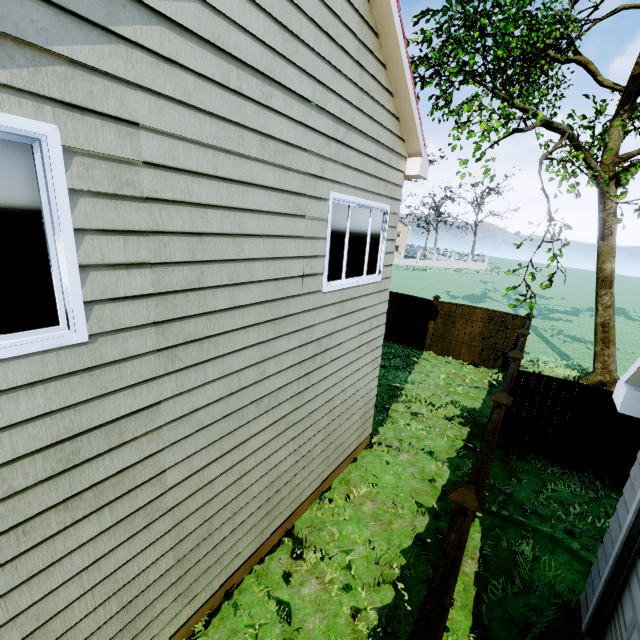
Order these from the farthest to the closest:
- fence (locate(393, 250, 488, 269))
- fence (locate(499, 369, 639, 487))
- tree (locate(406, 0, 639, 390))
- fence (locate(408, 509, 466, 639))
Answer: fence (locate(393, 250, 488, 269))
fence (locate(499, 369, 639, 487))
tree (locate(406, 0, 639, 390))
fence (locate(408, 509, 466, 639))

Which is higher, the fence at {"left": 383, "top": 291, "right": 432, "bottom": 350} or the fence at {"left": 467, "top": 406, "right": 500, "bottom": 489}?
the fence at {"left": 467, "top": 406, "right": 500, "bottom": 489}

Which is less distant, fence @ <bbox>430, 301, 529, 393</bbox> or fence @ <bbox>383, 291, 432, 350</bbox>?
fence @ <bbox>430, 301, 529, 393</bbox>

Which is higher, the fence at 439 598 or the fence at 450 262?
the fence at 439 598

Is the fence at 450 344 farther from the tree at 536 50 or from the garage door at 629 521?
the tree at 536 50

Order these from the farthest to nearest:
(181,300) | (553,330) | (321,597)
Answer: (553,330)
(321,597)
(181,300)

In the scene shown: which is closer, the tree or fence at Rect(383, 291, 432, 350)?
the tree
